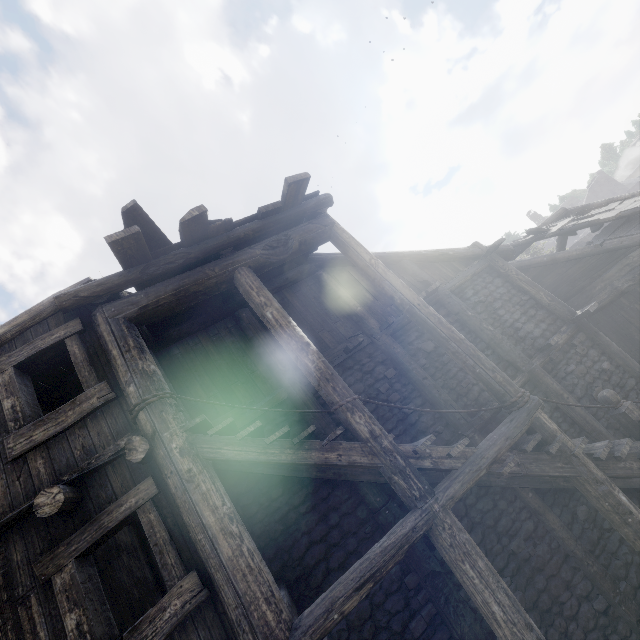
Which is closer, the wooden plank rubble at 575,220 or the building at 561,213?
the wooden plank rubble at 575,220

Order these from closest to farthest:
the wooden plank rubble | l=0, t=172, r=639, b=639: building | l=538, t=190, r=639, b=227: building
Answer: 1. l=0, t=172, r=639, b=639: building
2. the wooden plank rubble
3. l=538, t=190, r=639, b=227: building

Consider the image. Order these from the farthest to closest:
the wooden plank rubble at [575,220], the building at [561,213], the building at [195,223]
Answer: the building at [561,213] < the wooden plank rubble at [575,220] < the building at [195,223]

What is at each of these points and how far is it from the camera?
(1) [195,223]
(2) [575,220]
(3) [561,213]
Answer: (1) building, 5.2 meters
(2) wooden plank rubble, 11.8 meters
(3) building, 14.4 meters

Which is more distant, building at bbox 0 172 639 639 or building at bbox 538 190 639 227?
building at bbox 538 190 639 227

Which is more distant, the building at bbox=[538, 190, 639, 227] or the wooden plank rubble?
the building at bbox=[538, 190, 639, 227]
